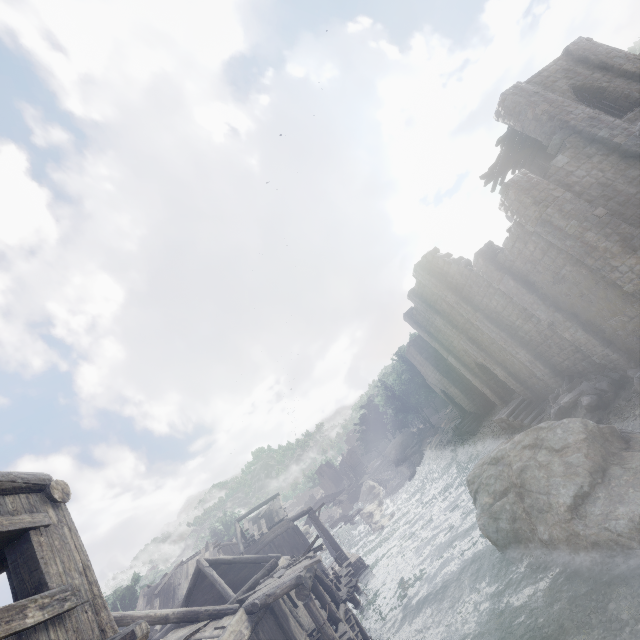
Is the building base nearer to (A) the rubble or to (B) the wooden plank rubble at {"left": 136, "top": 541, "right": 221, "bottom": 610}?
(B) the wooden plank rubble at {"left": 136, "top": 541, "right": 221, "bottom": 610}

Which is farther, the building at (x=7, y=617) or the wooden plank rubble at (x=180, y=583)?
the wooden plank rubble at (x=180, y=583)

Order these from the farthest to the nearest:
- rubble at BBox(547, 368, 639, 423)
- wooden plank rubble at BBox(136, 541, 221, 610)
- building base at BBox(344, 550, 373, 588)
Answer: wooden plank rubble at BBox(136, 541, 221, 610), building base at BBox(344, 550, 373, 588), rubble at BBox(547, 368, 639, 423)

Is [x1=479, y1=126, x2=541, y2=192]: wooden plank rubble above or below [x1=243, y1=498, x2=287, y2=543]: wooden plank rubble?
above

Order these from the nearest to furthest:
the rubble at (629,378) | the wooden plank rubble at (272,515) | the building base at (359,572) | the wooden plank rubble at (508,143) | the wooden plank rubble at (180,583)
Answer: the rubble at (629,378) → the wooden plank rubble at (508,143) → the building base at (359,572) → the wooden plank rubble at (180,583) → the wooden plank rubble at (272,515)

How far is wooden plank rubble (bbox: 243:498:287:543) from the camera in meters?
29.4 m

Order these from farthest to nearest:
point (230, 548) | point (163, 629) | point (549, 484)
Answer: point (230, 548)
point (163, 629)
point (549, 484)

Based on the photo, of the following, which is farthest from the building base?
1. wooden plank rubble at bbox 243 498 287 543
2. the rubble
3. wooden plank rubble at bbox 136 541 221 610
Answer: the rubble
